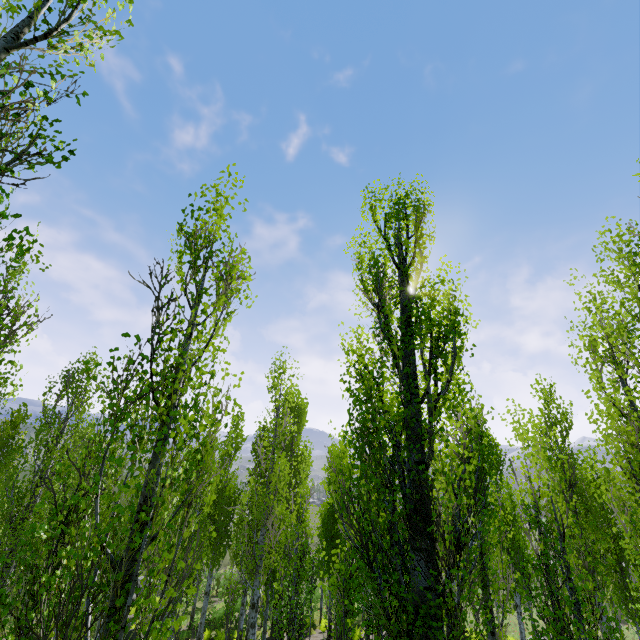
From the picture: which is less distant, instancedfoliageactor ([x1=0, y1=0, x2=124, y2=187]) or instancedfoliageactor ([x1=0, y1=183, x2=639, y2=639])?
instancedfoliageactor ([x1=0, y1=0, x2=124, y2=187])

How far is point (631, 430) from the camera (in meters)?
6.38

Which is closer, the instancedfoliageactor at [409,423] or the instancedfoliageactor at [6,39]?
the instancedfoliageactor at [6,39]

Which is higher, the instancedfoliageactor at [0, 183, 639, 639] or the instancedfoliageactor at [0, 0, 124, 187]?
the instancedfoliageactor at [0, 0, 124, 187]

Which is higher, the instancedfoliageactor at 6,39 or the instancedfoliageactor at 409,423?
the instancedfoliageactor at 6,39
